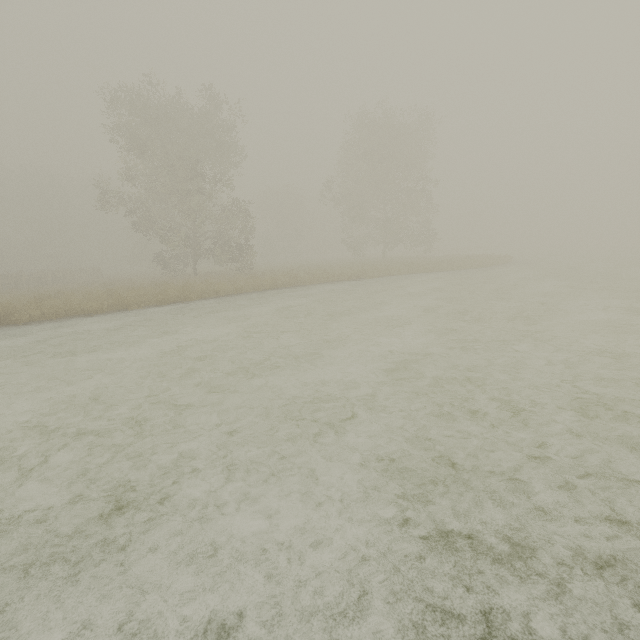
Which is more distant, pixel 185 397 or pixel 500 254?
pixel 500 254
